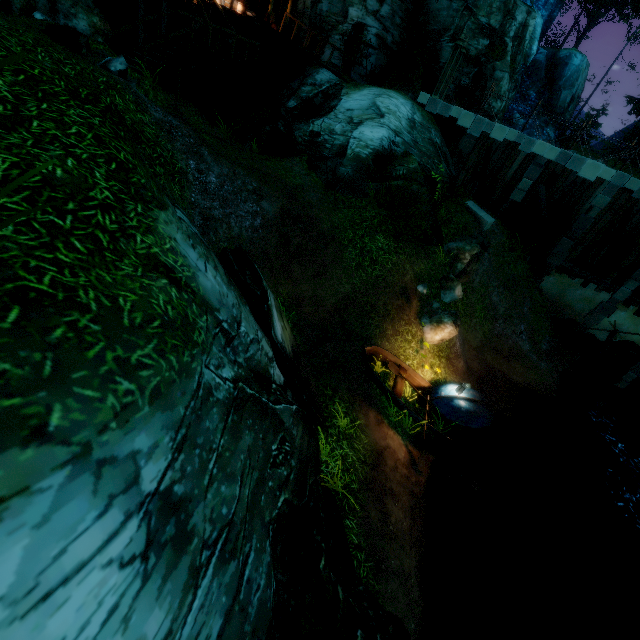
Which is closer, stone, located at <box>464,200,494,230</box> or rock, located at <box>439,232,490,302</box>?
rock, located at <box>439,232,490,302</box>

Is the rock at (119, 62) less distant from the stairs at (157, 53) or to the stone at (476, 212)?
the stairs at (157, 53)

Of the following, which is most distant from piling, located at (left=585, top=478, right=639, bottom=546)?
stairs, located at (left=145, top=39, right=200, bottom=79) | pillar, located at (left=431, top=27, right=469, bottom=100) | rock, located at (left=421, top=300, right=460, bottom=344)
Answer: stairs, located at (left=145, top=39, right=200, bottom=79)

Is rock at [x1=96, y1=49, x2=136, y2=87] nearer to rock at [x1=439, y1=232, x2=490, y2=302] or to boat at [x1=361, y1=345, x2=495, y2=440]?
boat at [x1=361, y1=345, x2=495, y2=440]

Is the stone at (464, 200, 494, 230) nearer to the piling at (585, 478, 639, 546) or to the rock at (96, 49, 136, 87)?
the piling at (585, 478, 639, 546)

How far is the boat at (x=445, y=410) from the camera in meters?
9.7

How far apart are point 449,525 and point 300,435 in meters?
6.1

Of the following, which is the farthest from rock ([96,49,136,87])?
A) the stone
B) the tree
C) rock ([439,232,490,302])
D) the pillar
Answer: the stone
